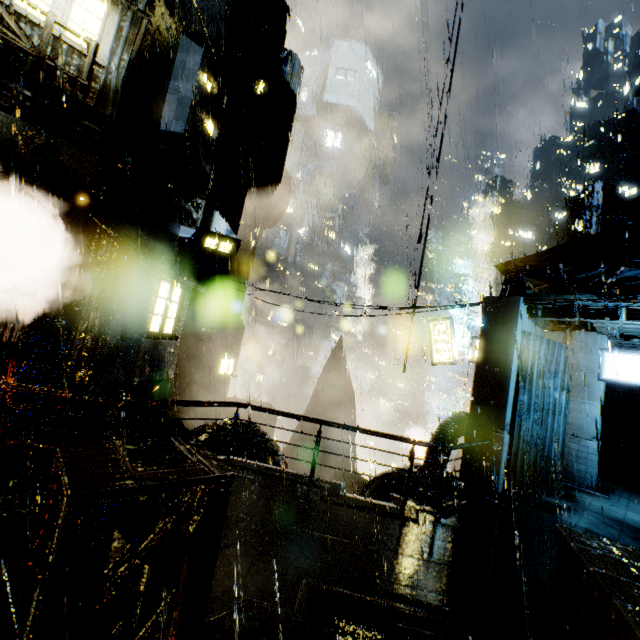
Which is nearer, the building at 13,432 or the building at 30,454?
the building at 30,454

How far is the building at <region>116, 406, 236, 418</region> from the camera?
13.1m

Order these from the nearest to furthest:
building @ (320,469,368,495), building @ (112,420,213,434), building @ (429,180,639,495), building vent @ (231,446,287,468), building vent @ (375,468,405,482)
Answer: building @ (429,180,639,495) < building @ (112,420,213,434) < building vent @ (375,468,405,482) < building vent @ (231,446,287,468) < building @ (320,469,368,495)

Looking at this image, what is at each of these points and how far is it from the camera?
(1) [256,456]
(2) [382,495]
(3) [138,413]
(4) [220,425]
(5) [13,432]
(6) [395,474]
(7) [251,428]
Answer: (1) building vent, 14.4 meters
(2) building vent, 11.0 meters
(3) building, 13.7 meters
(4) building vent, 15.3 meters
(5) building, 10.5 meters
(6) building vent, 11.8 meters
(7) building vent, 16.0 meters

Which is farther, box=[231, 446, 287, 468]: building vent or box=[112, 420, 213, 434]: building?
box=[231, 446, 287, 468]: building vent

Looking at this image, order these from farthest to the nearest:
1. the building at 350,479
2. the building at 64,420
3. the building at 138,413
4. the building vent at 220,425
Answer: the building at 350,479
the building vent at 220,425
the building at 138,413
the building at 64,420

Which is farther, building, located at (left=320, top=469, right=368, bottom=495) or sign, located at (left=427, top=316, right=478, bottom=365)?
building, located at (left=320, top=469, right=368, bottom=495)

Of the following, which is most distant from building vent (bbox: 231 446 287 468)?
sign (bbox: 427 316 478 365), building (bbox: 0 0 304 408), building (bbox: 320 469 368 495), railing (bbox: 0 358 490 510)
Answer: sign (bbox: 427 316 478 365)
